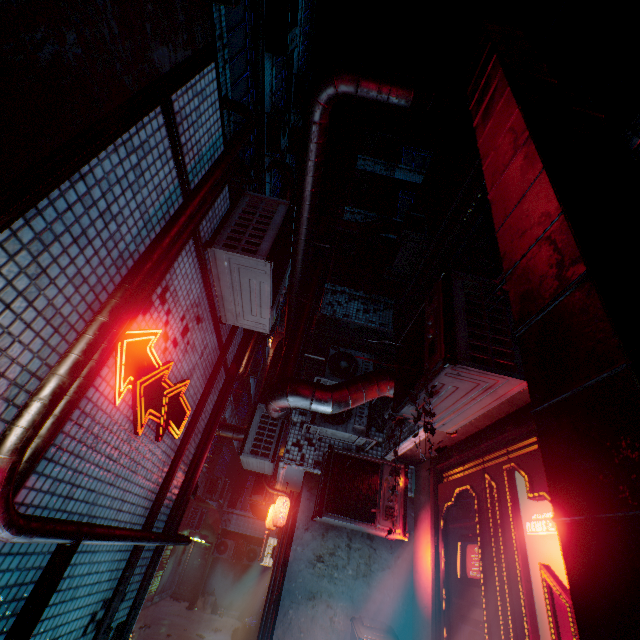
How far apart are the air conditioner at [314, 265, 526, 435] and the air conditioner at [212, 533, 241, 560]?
15.5m

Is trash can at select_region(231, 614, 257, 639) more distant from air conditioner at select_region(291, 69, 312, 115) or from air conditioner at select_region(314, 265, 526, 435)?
air conditioner at select_region(291, 69, 312, 115)

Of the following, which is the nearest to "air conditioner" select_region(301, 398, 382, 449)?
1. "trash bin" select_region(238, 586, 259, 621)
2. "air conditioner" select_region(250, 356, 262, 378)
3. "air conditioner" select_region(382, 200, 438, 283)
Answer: "air conditioner" select_region(382, 200, 438, 283)

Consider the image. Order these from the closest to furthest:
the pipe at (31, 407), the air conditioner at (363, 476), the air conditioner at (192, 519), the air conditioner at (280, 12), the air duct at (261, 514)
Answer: the pipe at (31, 407) → the air conditioner at (363, 476) → the air conditioner at (280, 12) → the air duct at (261, 514) → the air conditioner at (192, 519)

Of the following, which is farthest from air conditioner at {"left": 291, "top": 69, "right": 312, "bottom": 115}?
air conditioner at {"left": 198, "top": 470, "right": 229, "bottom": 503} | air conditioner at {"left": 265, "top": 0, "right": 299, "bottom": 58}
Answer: air conditioner at {"left": 198, "top": 470, "right": 229, "bottom": 503}

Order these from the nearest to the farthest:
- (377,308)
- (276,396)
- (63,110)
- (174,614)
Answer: (63,110)
(276,396)
(377,308)
(174,614)

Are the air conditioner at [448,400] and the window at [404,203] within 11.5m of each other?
yes

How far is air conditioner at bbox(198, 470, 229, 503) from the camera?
12.3m
